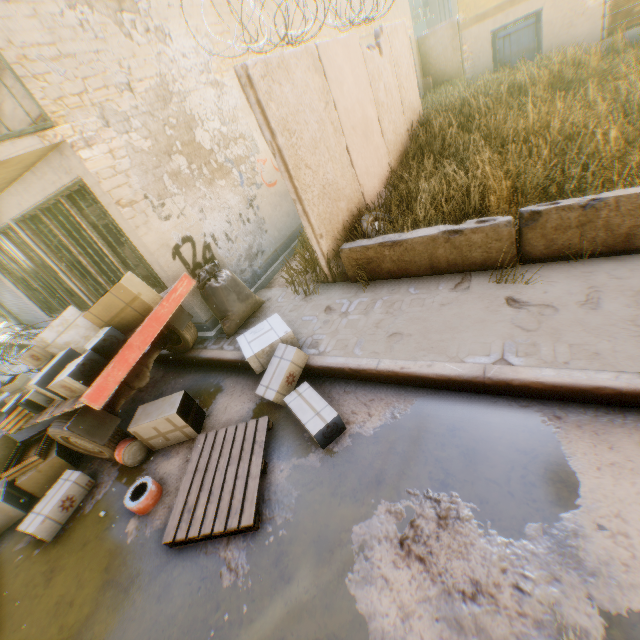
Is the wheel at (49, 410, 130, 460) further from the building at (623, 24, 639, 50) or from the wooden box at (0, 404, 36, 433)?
the building at (623, 24, 639, 50)

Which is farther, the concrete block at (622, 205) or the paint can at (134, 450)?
the paint can at (134, 450)

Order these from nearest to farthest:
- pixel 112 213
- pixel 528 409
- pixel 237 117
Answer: pixel 528 409 < pixel 112 213 < pixel 237 117

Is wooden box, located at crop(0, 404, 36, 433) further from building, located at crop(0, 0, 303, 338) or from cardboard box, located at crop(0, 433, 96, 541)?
building, located at crop(0, 0, 303, 338)

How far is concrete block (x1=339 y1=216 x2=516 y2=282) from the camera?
4.0 meters

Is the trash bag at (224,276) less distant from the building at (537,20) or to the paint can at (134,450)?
the building at (537,20)

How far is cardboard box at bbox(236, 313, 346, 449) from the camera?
3.3m

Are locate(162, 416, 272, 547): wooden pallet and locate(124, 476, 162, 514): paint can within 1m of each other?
yes
